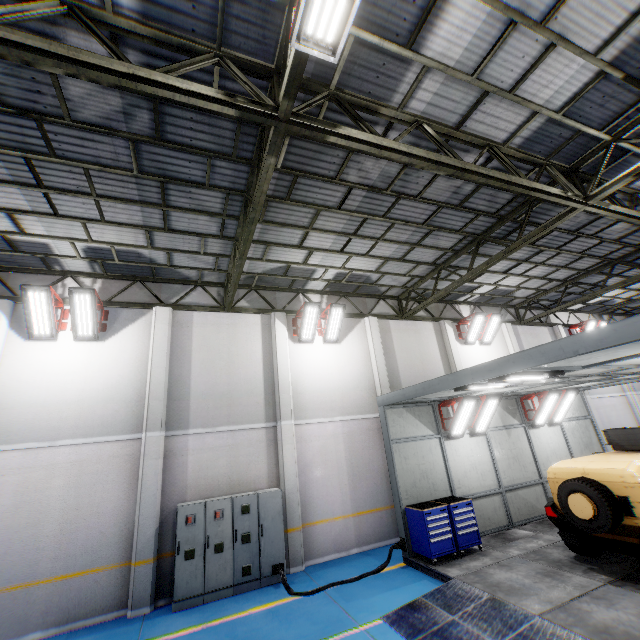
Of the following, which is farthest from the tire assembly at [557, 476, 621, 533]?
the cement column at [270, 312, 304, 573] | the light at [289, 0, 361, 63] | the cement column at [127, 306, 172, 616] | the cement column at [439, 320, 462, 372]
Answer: the cement column at [127, 306, 172, 616]

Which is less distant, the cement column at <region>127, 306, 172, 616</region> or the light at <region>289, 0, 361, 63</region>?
the light at <region>289, 0, 361, 63</region>

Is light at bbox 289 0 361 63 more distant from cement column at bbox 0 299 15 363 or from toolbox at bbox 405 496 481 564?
cement column at bbox 0 299 15 363

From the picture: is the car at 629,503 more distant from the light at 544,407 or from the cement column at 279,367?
the cement column at 279,367

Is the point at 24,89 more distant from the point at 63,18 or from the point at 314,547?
the point at 314,547

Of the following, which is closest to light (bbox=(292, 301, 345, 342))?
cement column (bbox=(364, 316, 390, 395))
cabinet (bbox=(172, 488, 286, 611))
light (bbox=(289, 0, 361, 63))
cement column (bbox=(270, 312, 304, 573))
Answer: cement column (bbox=(270, 312, 304, 573))

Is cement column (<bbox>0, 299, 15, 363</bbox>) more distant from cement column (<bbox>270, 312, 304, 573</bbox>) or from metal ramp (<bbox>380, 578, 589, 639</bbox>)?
metal ramp (<bbox>380, 578, 589, 639</bbox>)

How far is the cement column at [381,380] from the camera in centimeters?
1236cm
